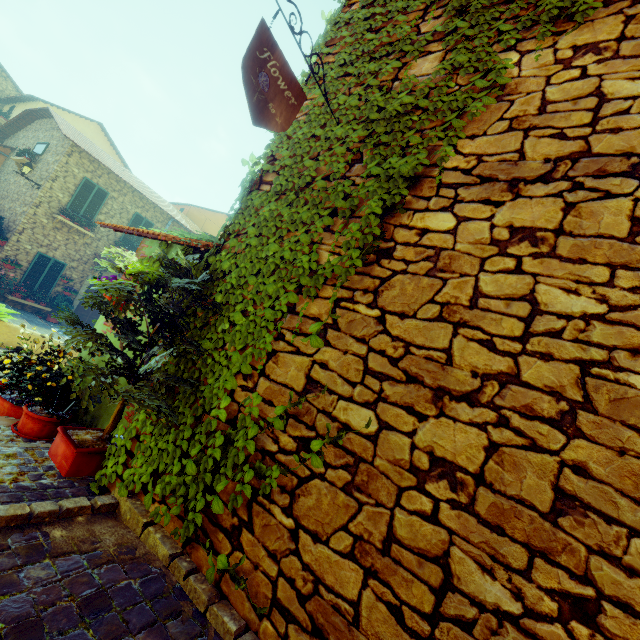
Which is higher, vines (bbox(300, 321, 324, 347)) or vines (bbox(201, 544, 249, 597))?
vines (bbox(300, 321, 324, 347))

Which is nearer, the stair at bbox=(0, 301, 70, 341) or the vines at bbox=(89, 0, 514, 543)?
the vines at bbox=(89, 0, 514, 543)

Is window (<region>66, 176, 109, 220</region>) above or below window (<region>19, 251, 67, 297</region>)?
above

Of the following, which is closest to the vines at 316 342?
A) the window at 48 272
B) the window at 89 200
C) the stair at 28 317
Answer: the stair at 28 317

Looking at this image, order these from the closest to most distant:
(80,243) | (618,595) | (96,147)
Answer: (618,595) → (80,243) → (96,147)

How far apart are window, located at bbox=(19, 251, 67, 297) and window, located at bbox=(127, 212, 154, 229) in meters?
2.5 m

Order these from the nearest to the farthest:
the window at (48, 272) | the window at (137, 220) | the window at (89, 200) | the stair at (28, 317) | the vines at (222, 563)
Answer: the vines at (222, 563) < the stair at (28, 317) < the window at (48, 272) < the window at (89, 200) < the window at (137, 220)

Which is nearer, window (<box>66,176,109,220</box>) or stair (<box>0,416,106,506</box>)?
stair (<box>0,416,106,506</box>)
